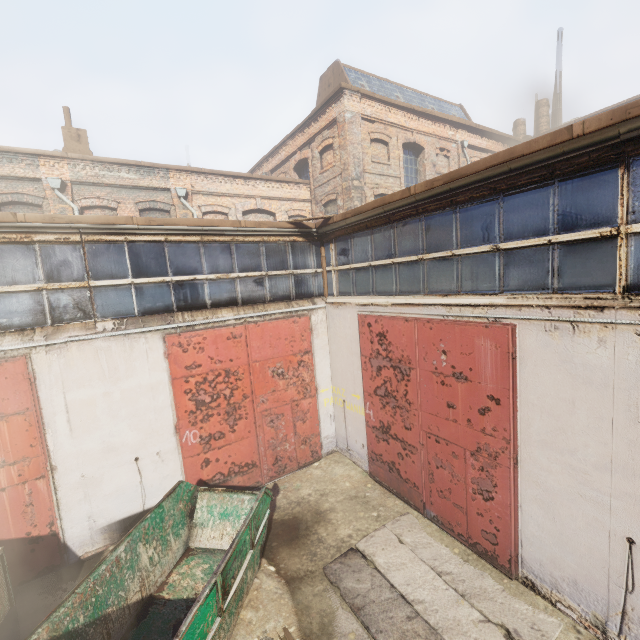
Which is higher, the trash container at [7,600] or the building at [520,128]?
the building at [520,128]

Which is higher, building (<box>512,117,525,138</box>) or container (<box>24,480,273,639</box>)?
A: building (<box>512,117,525,138</box>)

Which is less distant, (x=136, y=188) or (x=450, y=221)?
(x=450, y=221)

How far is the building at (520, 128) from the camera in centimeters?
2416cm

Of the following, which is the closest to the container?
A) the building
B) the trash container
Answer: the trash container

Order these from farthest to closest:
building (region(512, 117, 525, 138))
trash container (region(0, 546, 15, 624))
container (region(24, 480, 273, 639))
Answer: building (region(512, 117, 525, 138)), trash container (region(0, 546, 15, 624)), container (region(24, 480, 273, 639))

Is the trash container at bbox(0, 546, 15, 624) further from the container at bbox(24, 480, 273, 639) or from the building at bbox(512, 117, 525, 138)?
the building at bbox(512, 117, 525, 138)
